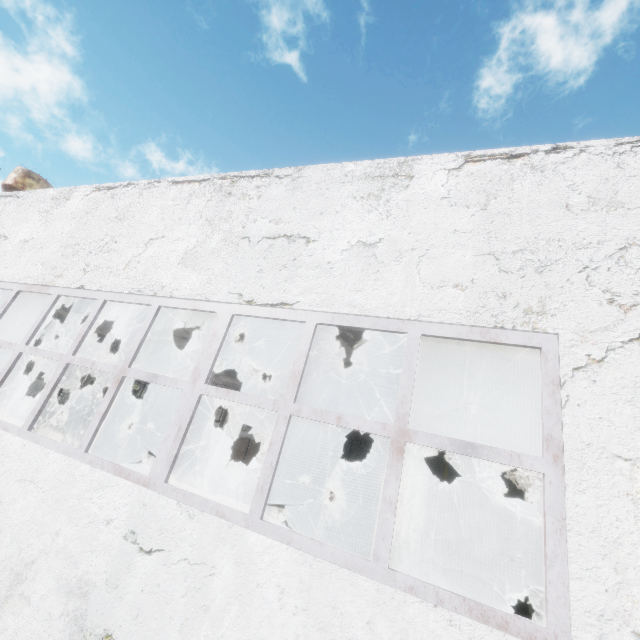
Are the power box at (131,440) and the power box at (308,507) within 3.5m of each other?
no

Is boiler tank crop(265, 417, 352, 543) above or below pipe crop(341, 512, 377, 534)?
above

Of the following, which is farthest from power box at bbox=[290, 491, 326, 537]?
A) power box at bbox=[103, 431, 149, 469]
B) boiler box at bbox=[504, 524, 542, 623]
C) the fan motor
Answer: power box at bbox=[103, 431, 149, 469]

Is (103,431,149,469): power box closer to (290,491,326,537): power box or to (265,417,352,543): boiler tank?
(265,417,352,543): boiler tank

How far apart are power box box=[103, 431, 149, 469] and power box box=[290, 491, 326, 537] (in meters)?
7.23

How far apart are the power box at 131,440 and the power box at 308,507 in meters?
7.2 m

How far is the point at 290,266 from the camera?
4.6m
